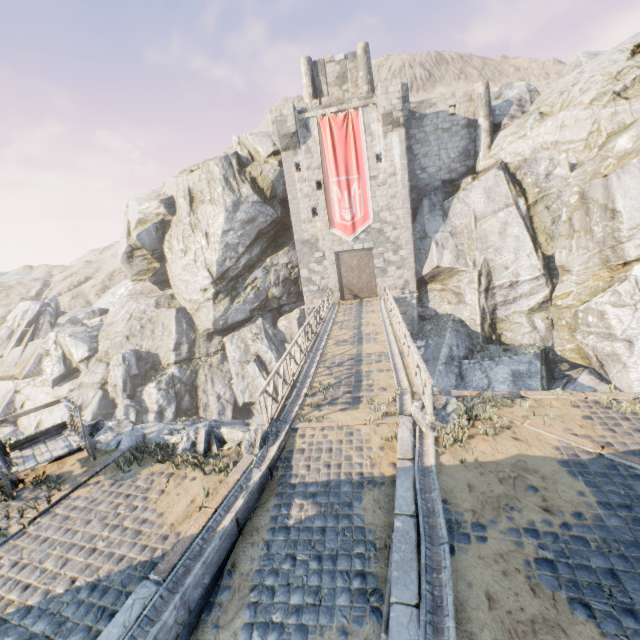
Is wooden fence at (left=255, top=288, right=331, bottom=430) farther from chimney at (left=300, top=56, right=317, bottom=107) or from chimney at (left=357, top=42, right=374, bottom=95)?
chimney at (left=357, top=42, right=374, bottom=95)

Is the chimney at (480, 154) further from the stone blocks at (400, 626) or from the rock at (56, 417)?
the stone blocks at (400, 626)

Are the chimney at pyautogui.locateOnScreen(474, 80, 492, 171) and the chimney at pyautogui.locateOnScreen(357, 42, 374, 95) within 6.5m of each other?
no

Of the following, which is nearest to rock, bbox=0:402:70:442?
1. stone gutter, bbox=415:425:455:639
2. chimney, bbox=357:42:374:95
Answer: stone gutter, bbox=415:425:455:639

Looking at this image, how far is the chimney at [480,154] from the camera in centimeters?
2362cm

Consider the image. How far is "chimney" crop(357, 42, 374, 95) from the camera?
25.8 meters

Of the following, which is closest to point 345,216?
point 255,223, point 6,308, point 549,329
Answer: point 255,223

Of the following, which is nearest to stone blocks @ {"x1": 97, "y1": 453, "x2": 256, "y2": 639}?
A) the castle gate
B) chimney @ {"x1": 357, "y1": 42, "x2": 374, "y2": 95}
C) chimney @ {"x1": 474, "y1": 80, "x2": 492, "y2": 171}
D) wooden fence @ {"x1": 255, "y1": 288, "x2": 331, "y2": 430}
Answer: wooden fence @ {"x1": 255, "y1": 288, "x2": 331, "y2": 430}
